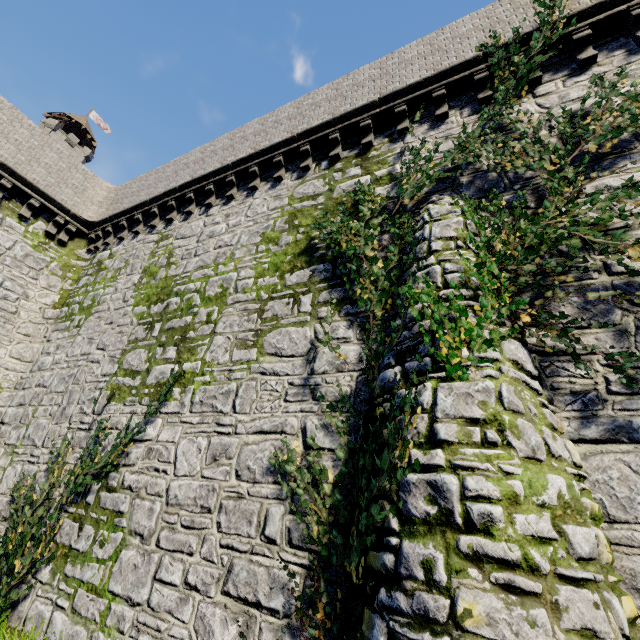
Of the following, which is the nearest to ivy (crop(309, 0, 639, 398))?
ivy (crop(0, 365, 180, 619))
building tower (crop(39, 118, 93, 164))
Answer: ivy (crop(0, 365, 180, 619))

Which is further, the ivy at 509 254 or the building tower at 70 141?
the building tower at 70 141

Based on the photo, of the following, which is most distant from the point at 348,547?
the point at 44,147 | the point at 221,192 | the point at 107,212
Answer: the point at 44,147

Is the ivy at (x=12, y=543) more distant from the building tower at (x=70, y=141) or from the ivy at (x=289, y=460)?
the building tower at (x=70, y=141)

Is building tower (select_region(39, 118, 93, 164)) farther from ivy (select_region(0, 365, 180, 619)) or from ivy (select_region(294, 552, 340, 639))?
ivy (select_region(294, 552, 340, 639))
